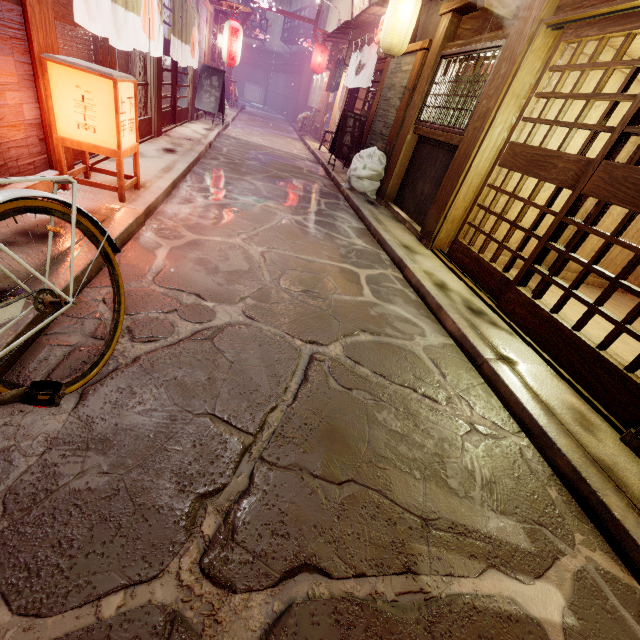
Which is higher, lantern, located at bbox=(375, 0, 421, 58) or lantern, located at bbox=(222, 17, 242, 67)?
lantern, located at bbox=(375, 0, 421, 58)

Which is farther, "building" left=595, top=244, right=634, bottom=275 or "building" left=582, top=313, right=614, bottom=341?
"building" left=595, top=244, right=634, bottom=275

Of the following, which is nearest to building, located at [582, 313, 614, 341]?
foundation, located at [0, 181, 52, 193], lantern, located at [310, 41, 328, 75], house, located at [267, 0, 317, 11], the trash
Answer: the trash

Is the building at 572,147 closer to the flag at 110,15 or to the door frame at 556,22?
the door frame at 556,22

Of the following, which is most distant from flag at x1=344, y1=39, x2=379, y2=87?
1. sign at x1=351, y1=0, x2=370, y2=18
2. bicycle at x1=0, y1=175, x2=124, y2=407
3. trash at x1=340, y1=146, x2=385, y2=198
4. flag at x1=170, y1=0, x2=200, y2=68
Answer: bicycle at x1=0, y1=175, x2=124, y2=407

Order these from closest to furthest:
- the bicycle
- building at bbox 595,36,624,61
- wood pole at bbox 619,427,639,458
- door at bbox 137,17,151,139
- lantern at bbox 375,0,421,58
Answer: the bicycle, wood pole at bbox 619,427,639,458, building at bbox 595,36,624,61, door at bbox 137,17,151,139, lantern at bbox 375,0,421,58

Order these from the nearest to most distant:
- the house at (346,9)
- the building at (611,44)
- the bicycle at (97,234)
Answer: the bicycle at (97,234) → the building at (611,44) → the house at (346,9)

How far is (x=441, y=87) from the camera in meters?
10.0 m
